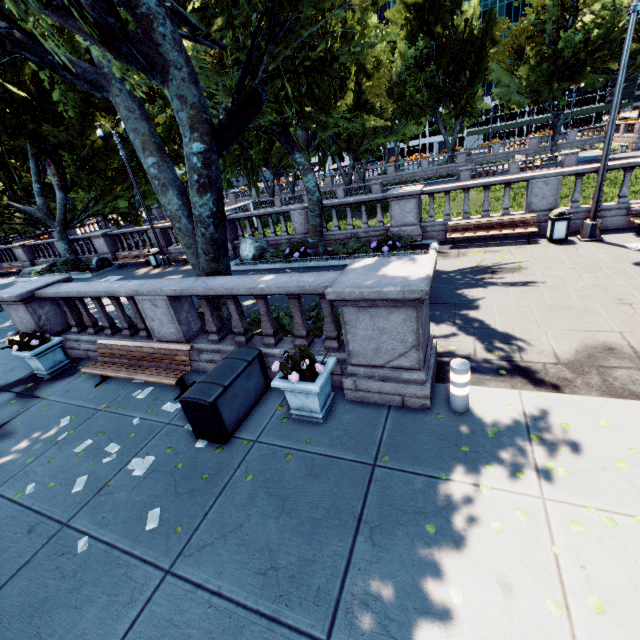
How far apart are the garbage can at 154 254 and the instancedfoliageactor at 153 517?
17.3 meters

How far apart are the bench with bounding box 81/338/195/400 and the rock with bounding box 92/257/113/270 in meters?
16.5 m

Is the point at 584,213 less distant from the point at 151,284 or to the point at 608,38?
the point at 151,284

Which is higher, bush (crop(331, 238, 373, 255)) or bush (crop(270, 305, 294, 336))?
bush (crop(331, 238, 373, 255))

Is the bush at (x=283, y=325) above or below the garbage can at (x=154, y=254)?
below

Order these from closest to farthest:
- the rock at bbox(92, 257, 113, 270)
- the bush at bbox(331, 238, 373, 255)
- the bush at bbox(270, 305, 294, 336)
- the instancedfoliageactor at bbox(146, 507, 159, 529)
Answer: the instancedfoliageactor at bbox(146, 507, 159, 529), the bush at bbox(270, 305, 294, 336), the bush at bbox(331, 238, 373, 255), the rock at bbox(92, 257, 113, 270)

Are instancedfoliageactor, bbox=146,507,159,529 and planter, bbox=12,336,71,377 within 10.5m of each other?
yes

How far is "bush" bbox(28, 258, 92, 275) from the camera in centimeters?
2122cm
